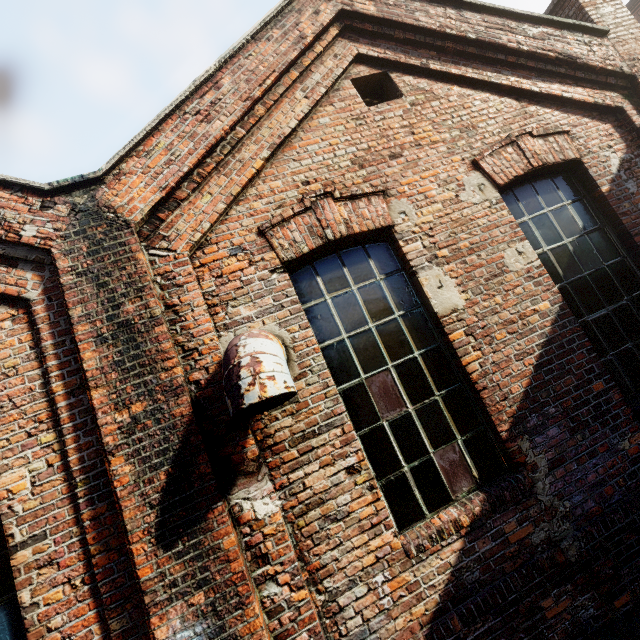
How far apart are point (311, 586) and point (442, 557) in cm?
110
